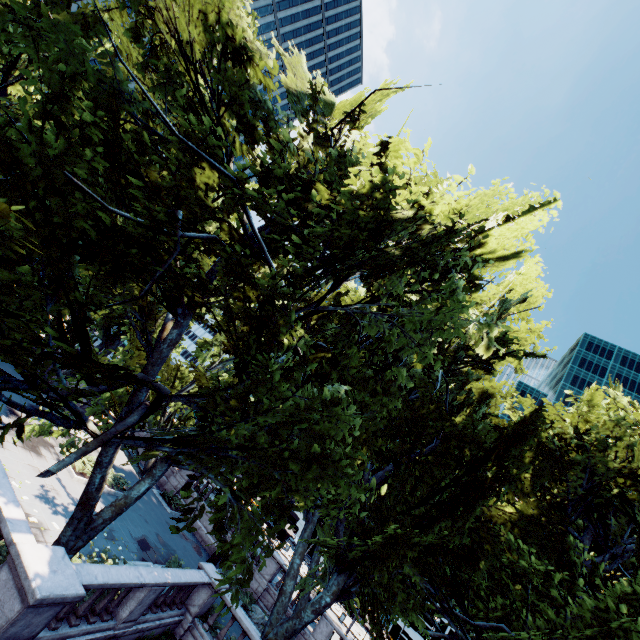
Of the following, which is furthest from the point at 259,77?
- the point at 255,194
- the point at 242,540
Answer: the point at 242,540

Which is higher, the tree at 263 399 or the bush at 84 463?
the tree at 263 399

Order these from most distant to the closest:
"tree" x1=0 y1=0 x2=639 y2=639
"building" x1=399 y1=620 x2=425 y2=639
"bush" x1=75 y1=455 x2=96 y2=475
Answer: "building" x1=399 y1=620 x2=425 y2=639, "bush" x1=75 y1=455 x2=96 y2=475, "tree" x1=0 y1=0 x2=639 y2=639

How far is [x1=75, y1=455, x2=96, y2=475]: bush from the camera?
16.80m

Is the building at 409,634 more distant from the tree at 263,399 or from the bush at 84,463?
the bush at 84,463

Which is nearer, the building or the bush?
the bush

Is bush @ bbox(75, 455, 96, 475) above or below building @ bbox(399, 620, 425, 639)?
below

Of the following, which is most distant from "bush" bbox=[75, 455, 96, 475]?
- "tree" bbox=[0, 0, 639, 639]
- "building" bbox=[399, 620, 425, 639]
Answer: "building" bbox=[399, 620, 425, 639]
